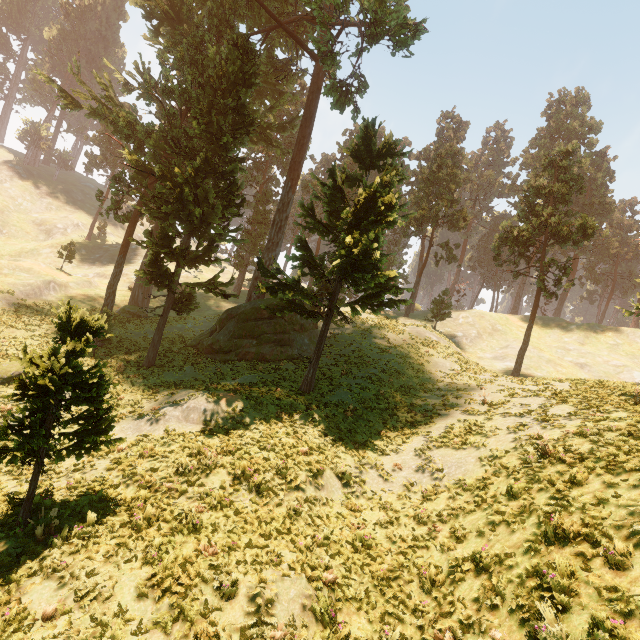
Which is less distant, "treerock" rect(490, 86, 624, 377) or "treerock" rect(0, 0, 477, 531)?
"treerock" rect(0, 0, 477, 531)

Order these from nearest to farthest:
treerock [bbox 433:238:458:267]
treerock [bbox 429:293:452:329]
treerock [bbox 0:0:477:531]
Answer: treerock [bbox 0:0:477:531], treerock [bbox 429:293:452:329], treerock [bbox 433:238:458:267]

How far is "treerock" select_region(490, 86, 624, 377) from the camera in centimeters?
2925cm

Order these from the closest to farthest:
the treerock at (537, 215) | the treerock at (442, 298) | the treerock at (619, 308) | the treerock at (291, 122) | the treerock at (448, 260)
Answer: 1. the treerock at (291, 122)
2. the treerock at (619, 308)
3. the treerock at (537, 215)
4. the treerock at (442, 298)
5. the treerock at (448, 260)

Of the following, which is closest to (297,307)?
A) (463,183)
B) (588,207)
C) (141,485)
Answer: (141,485)

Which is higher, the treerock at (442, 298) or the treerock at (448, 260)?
the treerock at (448, 260)
